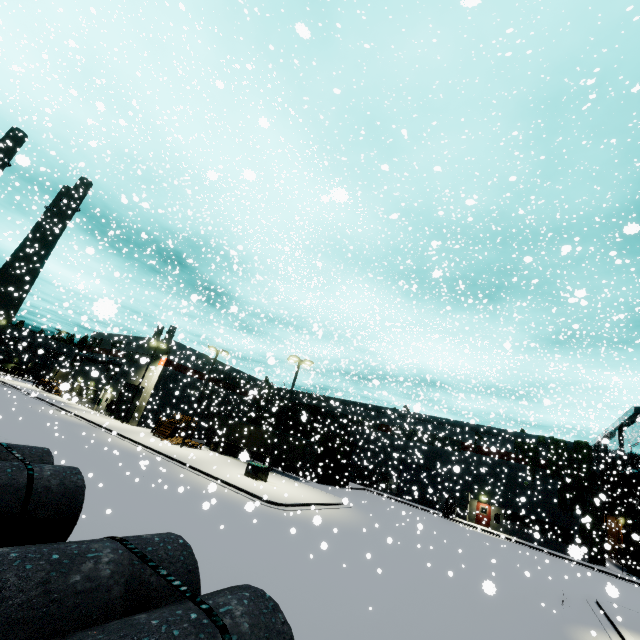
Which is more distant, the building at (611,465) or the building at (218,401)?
the building at (218,401)

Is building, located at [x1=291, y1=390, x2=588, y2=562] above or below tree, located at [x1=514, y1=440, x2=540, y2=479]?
below

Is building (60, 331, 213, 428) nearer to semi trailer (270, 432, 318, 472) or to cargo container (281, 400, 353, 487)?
semi trailer (270, 432, 318, 472)

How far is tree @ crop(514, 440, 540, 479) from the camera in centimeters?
3525cm

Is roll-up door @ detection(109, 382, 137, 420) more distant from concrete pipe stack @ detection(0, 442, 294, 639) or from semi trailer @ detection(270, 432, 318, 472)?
concrete pipe stack @ detection(0, 442, 294, 639)

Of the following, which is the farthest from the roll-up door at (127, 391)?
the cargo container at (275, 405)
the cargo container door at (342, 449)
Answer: the cargo container door at (342, 449)

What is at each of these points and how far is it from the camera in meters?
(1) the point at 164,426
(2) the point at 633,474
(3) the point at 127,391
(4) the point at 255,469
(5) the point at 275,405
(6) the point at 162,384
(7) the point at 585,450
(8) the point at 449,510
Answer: (1) pallet, 34.0 m
(2) pipe, 31.6 m
(3) roll-up door, 42.3 m
(4) electrical box, 24.6 m
(5) cargo container, 33.9 m
(6) building, 40.3 m
(7) tree, 28.1 m
(8) forklift, 35.4 m

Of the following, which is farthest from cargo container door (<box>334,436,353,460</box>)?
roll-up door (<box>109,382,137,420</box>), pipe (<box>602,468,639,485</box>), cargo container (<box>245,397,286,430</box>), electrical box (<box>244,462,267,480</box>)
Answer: roll-up door (<box>109,382,137,420</box>)
